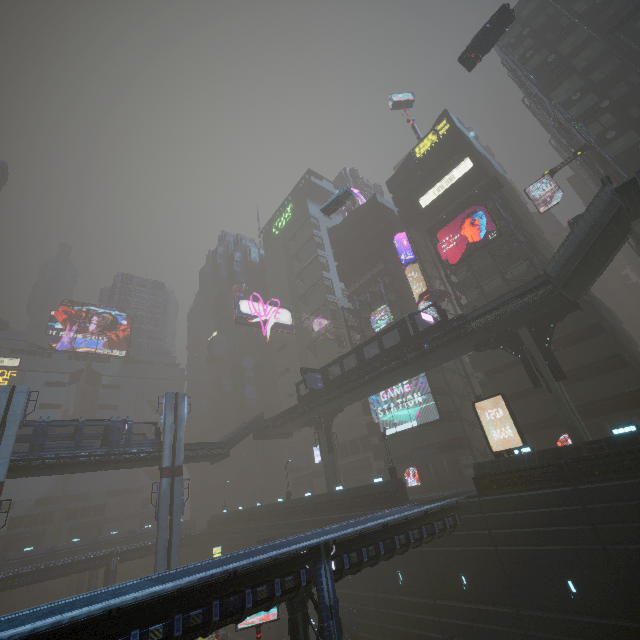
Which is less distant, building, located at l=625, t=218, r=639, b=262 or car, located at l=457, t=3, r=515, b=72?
car, located at l=457, t=3, r=515, b=72

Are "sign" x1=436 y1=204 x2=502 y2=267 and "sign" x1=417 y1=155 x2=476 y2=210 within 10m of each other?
yes

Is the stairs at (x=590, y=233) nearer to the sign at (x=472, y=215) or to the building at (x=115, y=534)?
the building at (x=115, y=534)

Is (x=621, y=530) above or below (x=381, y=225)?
below

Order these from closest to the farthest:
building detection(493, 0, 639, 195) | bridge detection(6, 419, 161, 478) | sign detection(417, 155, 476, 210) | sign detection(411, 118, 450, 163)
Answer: building detection(493, 0, 639, 195)
bridge detection(6, 419, 161, 478)
sign detection(417, 155, 476, 210)
sign detection(411, 118, 450, 163)

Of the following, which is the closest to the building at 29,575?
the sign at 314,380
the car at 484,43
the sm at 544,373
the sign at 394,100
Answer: the sm at 544,373

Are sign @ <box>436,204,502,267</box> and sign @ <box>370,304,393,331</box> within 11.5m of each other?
yes

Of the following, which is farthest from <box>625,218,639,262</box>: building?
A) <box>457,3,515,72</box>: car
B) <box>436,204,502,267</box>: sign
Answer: <box>457,3,515,72</box>: car
